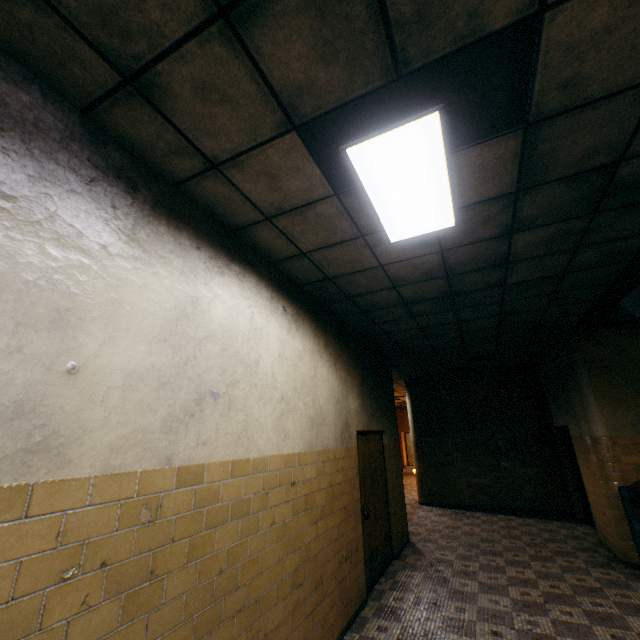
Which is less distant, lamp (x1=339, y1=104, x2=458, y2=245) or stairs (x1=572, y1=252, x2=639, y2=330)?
lamp (x1=339, y1=104, x2=458, y2=245)

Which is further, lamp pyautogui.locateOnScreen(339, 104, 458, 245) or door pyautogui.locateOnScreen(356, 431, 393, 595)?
door pyautogui.locateOnScreen(356, 431, 393, 595)

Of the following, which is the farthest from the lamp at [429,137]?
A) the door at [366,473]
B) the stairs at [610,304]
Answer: the door at [366,473]

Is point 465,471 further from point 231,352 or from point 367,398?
point 231,352

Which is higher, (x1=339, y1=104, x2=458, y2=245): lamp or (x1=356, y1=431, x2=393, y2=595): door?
(x1=339, y1=104, x2=458, y2=245): lamp

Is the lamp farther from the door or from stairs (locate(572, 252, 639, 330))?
the door

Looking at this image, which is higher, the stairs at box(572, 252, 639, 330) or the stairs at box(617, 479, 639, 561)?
the stairs at box(572, 252, 639, 330)
